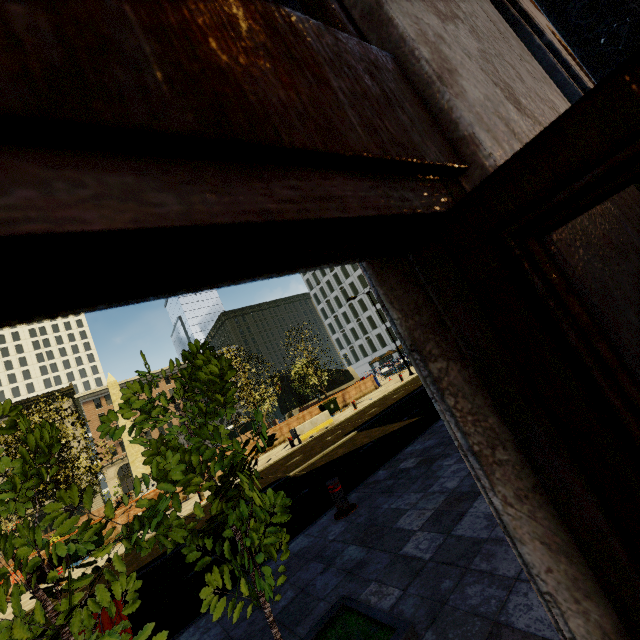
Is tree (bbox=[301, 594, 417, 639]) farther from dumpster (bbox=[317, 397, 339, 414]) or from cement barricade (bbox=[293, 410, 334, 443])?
cement barricade (bbox=[293, 410, 334, 443])

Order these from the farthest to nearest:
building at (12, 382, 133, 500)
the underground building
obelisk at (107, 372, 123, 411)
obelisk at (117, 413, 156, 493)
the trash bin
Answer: building at (12, 382, 133, 500) < the underground building < obelisk at (107, 372, 123, 411) < obelisk at (117, 413, 156, 493) < the trash bin

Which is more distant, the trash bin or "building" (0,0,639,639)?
the trash bin

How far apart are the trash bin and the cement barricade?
12.54m

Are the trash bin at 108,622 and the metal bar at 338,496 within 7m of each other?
yes

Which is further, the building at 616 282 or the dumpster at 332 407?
the dumpster at 332 407

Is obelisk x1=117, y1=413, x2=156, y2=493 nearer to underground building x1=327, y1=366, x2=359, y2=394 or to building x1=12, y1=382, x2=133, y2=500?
underground building x1=327, y1=366, x2=359, y2=394

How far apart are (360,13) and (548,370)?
0.8m
